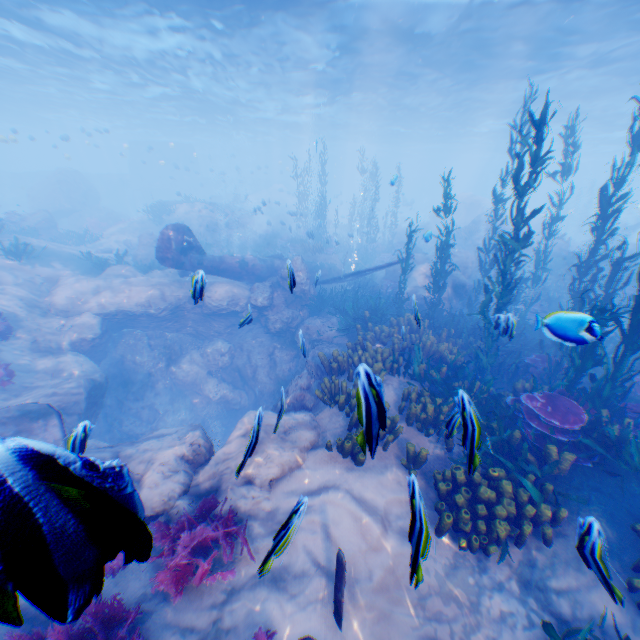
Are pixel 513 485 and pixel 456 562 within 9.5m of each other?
yes

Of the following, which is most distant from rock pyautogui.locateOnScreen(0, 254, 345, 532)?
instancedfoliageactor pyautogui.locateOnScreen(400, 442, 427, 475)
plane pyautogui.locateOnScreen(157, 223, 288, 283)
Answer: instancedfoliageactor pyautogui.locateOnScreen(400, 442, 427, 475)

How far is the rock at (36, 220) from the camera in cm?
2345

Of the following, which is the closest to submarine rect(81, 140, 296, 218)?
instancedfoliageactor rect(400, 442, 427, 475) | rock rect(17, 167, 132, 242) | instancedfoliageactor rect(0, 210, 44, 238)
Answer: rock rect(17, 167, 132, 242)

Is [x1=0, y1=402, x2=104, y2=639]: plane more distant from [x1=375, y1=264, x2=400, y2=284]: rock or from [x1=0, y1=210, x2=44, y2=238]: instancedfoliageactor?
[x1=0, y1=210, x2=44, y2=238]: instancedfoliageactor

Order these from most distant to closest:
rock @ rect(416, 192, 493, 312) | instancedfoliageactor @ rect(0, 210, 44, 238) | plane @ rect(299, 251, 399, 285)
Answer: instancedfoliageactor @ rect(0, 210, 44, 238), rock @ rect(416, 192, 493, 312), plane @ rect(299, 251, 399, 285)

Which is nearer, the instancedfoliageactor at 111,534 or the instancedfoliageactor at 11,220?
the instancedfoliageactor at 111,534
